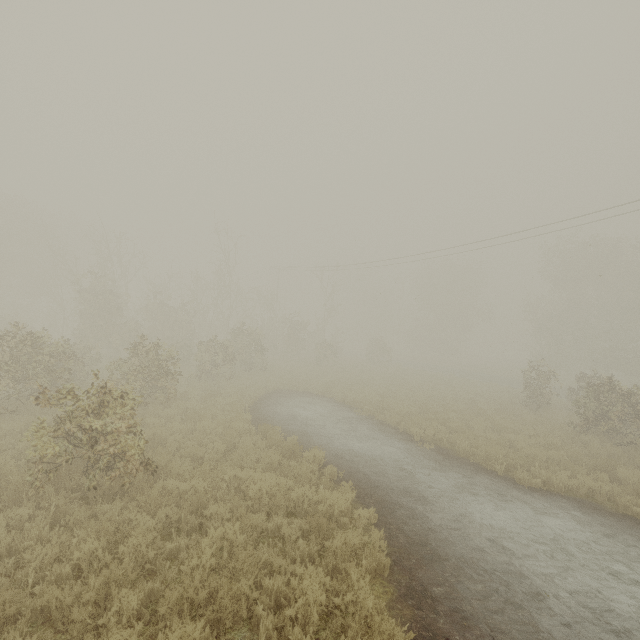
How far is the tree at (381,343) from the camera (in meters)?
46.50

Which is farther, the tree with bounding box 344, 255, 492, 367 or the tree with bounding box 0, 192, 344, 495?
the tree with bounding box 344, 255, 492, 367

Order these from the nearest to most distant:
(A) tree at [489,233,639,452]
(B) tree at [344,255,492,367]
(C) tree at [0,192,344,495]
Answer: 1. (C) tree at [0,192,344,495]
2. (A) tree at [489,233,639,452]
3. (B) tree at [344,255,492,367]

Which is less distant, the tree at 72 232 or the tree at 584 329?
the tree at 72 232

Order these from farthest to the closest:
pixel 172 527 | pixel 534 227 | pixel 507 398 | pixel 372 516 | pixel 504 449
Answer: pixel 507 398 → pixel 534 227 → pixel 504 449 → pixel 372 516 → pixel 172 527

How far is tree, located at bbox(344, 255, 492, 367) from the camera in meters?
46.5 m

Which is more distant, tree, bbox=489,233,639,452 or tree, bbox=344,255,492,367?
tree, bbox=344,255,492,367
